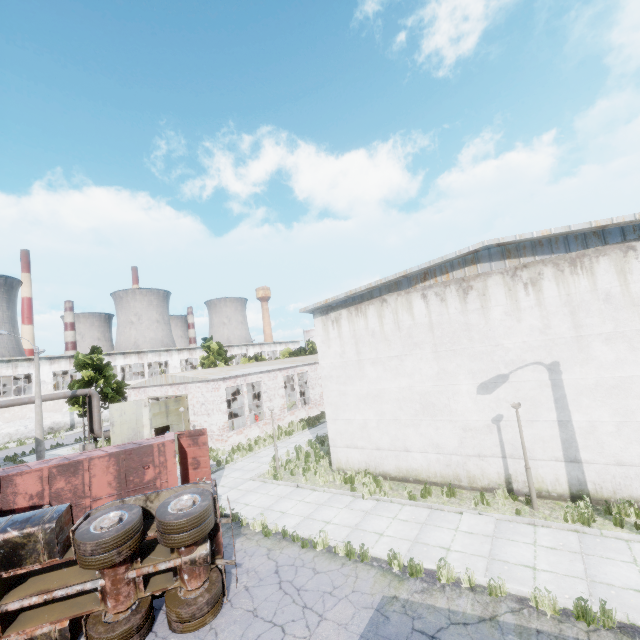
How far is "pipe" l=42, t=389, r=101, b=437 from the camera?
26.3 meters

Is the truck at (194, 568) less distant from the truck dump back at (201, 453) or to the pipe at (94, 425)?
the truck dump back at (201, 453)

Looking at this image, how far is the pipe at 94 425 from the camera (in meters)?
26.26

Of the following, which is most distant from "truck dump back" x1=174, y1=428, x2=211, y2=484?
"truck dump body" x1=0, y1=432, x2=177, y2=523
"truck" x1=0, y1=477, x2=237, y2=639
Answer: "truck" x1=0, y1=477, x2=237, y2=639

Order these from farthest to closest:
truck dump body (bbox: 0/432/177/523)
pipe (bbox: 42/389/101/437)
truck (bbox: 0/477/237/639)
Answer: pipe (bbox: 42/389/101/437)
truck dump body (bbox: 0/432/177/523)
truck (bbox: 0/477/237/639)

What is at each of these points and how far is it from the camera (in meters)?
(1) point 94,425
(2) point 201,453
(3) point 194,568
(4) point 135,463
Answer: (1) pipe, 28.31
(2) truck dump back, 14.50
(3) truck, 7.64
(4) truck dump body, 12.35

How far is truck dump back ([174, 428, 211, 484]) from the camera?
14.4m

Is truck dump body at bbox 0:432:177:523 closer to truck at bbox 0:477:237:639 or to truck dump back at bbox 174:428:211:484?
truck dump back at bbox 174:428:211:484
